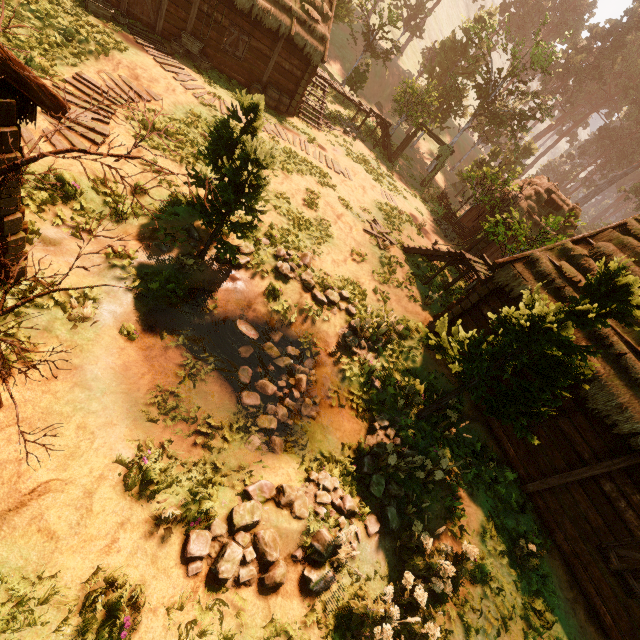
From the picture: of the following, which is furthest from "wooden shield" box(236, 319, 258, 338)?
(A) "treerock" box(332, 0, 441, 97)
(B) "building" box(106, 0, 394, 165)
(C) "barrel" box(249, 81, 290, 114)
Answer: (C) "barrel" box(249, 81, 290, 114)

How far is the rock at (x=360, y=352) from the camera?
10.2 meters

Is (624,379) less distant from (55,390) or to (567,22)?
(55,390)

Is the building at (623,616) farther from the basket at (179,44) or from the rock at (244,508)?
the rock at (244,508)

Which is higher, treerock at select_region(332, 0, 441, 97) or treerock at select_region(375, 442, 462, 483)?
treerock at select_region(332, 0, 441, 97)

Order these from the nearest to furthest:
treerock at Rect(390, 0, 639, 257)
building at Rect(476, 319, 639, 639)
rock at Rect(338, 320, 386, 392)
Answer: building at Rect(476, 319, 639, 639) < rock at Rect(338, 320, 386, 392) < treerock at Rect(390, 0, 639, 257)

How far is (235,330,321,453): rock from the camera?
7.75m

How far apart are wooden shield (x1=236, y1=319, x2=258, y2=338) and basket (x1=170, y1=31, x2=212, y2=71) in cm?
1379
